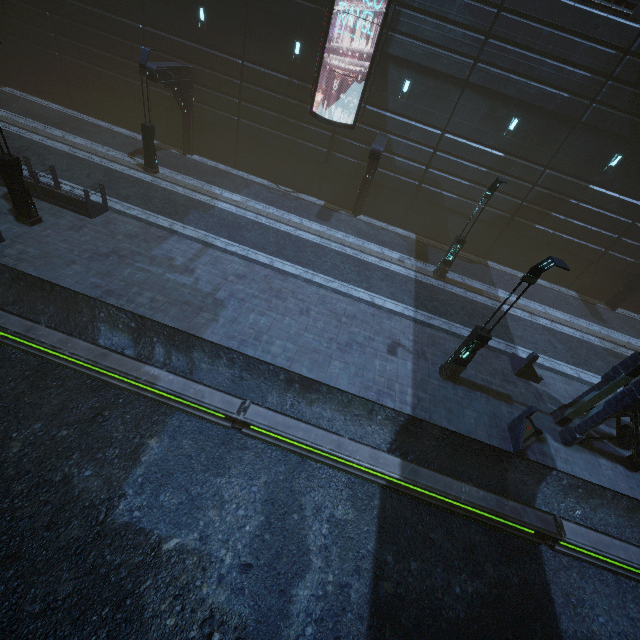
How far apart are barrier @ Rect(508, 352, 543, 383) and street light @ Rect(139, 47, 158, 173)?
20.8 meters

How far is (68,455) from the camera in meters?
8.2 m

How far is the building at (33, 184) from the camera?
13.4 meters

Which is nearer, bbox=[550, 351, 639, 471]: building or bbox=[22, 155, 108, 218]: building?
bbox=[550, 351, 639, 471]: building

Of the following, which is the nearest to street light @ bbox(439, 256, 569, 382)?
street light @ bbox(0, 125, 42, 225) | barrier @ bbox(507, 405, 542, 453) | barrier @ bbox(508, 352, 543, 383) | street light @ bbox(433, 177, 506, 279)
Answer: barrier @ bbox(507, 405, 542, 453)

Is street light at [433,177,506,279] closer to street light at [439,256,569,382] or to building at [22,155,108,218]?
building at [22,155,108,218]

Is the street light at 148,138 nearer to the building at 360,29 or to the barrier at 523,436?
the building at 360,29

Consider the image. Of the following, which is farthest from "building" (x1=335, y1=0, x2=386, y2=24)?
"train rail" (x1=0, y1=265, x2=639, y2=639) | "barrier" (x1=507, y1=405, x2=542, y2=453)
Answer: "barrier" (x1=507, y1=405, x2=542, y2=453)
